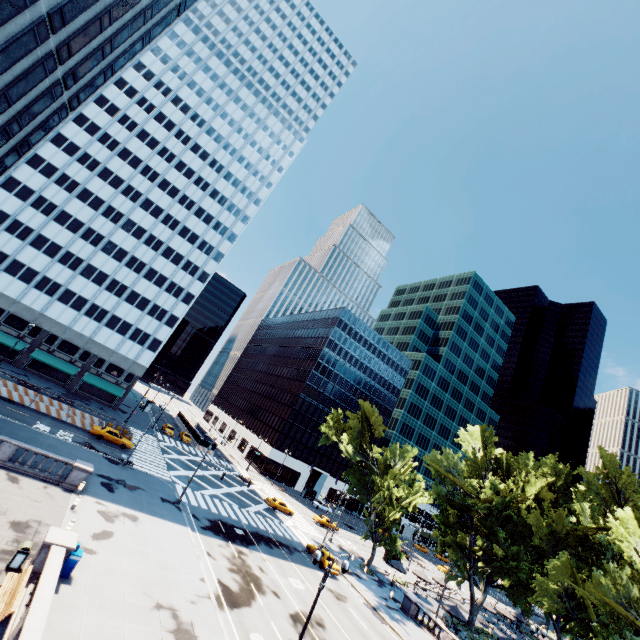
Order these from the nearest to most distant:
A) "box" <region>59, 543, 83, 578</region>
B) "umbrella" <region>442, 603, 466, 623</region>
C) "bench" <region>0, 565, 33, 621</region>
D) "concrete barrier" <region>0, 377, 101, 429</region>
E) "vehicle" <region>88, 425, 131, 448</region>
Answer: "bench" <region>0, 565, 33, 621</region>, "box" <region>59, 543, 83, 578</region>, "umbrella" <region>442, 603, 466, 623</region>, "concrete barrier" <region>0, 377, 101, 429</region>, "vehicle" <region>88, 425, 131, 448</region>

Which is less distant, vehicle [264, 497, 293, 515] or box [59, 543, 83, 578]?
box [59, 543, 83, 578]

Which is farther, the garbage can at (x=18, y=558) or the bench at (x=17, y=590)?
the garbage can at (x=18, y=558)

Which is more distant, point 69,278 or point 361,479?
point 69,278

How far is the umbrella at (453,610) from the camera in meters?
35.6

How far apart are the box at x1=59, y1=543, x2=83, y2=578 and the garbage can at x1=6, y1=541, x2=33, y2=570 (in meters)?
1.65

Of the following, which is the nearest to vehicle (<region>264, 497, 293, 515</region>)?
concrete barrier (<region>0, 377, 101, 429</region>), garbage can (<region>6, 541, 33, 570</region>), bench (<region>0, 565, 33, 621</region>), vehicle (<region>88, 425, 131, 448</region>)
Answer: vehicle (<region>88, 425, 131, 448</region>)

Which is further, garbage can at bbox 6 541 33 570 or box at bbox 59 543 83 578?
box at bbox 59 543 83 578
